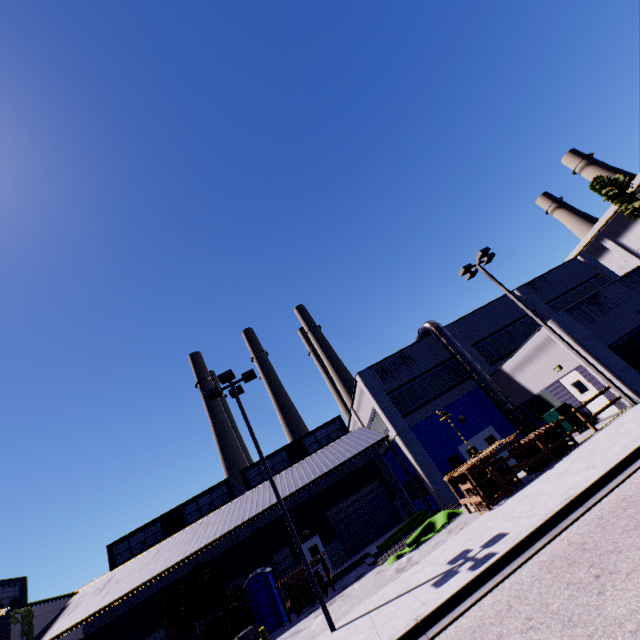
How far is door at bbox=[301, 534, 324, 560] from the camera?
23.98m

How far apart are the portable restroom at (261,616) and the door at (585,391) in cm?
2007

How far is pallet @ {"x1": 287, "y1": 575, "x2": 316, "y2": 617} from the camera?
17.8 meters

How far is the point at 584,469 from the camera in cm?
1009

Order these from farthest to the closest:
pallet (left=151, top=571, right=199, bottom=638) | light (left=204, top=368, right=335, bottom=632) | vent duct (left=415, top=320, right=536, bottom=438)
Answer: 1. vent duct (left=415, top=320, right=536, bottom=438)
2. pallet (left=151, top=571, right=199, bottom=638)
3. light (left=204, top=368, right=335, bottom=632)

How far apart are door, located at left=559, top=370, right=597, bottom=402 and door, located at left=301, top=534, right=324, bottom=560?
20.0 meters

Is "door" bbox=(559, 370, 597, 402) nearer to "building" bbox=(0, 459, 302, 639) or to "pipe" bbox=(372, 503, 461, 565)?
"building" bbox=(0, 459, 302, 639)

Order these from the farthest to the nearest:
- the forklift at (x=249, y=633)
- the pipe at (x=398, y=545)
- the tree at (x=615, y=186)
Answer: the tree at (x=615, y=186)
the pipe at (x=398, y=545)
the forklift at (x=249, y=633)
